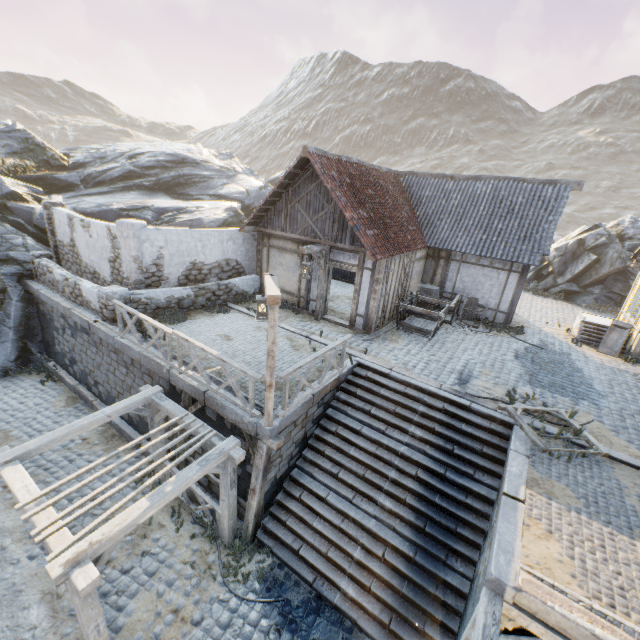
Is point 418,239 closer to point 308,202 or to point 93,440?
point 308,202

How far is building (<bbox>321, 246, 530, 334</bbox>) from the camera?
11.4 meters

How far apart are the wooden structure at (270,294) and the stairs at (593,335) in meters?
13.3

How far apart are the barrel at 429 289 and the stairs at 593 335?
5.66m

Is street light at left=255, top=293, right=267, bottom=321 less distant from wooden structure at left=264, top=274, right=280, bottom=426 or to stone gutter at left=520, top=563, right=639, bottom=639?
wooden structure at left=264, top=274, right=280, bottom=426

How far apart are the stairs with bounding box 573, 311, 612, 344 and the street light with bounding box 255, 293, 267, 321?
13.3m

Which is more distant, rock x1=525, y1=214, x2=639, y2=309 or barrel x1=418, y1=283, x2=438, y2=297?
rock x1=525, y1=214, x2=639, y2=309

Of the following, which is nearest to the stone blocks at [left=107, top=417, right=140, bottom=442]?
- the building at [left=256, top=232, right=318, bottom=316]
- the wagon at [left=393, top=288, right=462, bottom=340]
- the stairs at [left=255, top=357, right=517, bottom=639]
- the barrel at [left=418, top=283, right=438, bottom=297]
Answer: the stairs at [left=255, top=357, right=517, bottom=639]
